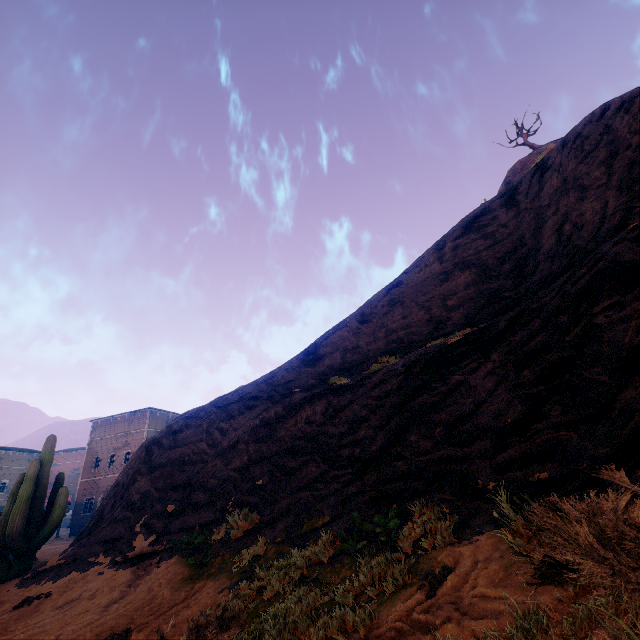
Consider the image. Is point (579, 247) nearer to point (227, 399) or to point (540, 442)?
point (540, 442)

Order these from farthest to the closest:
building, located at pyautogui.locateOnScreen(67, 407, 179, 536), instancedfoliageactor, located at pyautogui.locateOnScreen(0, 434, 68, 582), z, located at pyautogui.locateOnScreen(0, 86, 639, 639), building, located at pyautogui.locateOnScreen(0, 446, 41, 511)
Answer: building, located at pyautogui.locateOnScreen(0, 446, 41, 511) < building, located at pyautogui.locateOnScreen(67, 407, 179, 536) < instancedfoliageactor, located at pyautogui.locateOnScreen(0, 434, 68, 582) < z, located at pyautogui.locateOnScreen(0, 86, 639, 639)

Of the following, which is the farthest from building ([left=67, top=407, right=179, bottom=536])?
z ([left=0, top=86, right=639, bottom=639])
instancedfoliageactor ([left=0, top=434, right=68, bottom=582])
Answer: instancedfoliageactor ([left=0, top=434, right=68, bottom=582])

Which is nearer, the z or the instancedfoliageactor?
the z

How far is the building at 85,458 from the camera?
31.8 meters

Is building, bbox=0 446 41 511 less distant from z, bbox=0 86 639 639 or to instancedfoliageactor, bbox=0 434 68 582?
z, bbox=0 86 639 639

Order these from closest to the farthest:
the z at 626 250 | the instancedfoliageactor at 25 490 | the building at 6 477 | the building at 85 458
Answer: the z at 626 250 < the instancedfoliageactor at 25 490 < the building at 85 458 < the building at 6 477
